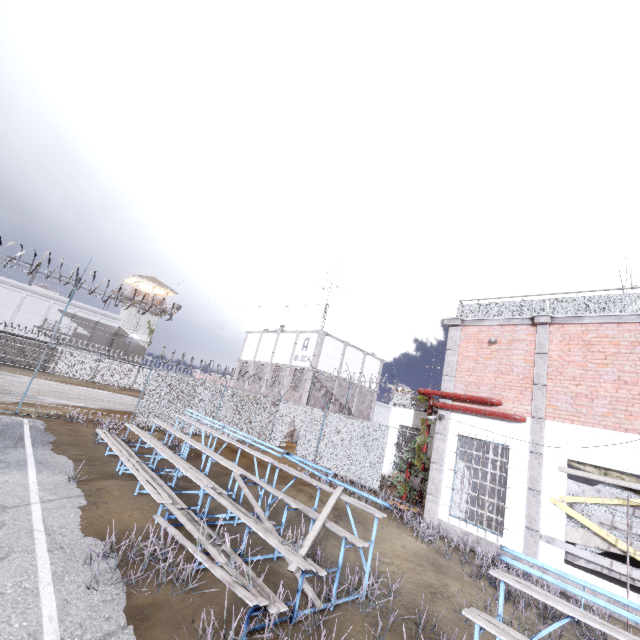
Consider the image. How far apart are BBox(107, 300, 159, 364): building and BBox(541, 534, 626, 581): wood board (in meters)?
46.21

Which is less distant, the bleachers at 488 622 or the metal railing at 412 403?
the bleachers at 488 622

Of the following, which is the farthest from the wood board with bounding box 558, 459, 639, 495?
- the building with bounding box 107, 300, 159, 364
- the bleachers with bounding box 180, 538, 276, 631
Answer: the building with bounding box 107, 300, 159, 364

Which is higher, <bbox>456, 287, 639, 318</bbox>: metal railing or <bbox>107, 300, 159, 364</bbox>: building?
<bbox>456, 287, 639, 318</bbox>: metal railing

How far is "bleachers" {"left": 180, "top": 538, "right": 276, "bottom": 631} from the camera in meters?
3.9 m

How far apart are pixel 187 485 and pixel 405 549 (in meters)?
6.05

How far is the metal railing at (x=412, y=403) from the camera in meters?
18.7

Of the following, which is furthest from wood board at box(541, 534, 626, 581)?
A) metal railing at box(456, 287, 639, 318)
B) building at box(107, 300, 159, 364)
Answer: building at box(107, 300, 159, 364)
